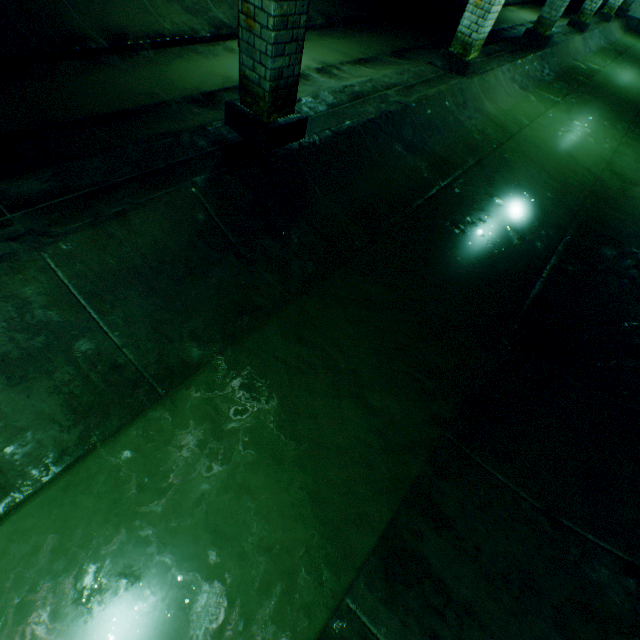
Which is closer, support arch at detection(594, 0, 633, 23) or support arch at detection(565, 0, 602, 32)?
support arch at detection(565, 0, 602, 32)

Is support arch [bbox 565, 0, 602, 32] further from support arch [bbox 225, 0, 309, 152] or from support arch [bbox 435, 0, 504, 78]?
support arch [bbox 225, 0, 309, 152]

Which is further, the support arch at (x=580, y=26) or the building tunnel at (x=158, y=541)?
the support arch at (x=580, y=26)

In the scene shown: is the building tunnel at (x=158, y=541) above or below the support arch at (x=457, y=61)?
below

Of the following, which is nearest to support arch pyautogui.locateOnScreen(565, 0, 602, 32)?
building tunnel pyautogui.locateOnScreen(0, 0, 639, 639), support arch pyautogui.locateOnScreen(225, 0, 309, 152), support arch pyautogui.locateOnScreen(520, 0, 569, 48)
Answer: building tunnel pyautogui.locateOnScreen(0, 0, 639, 639)

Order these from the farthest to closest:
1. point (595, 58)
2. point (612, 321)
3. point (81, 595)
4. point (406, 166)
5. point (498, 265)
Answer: point (595, 58), point (406, 166), point (498, 265), point (612, 321), point (81, 595)

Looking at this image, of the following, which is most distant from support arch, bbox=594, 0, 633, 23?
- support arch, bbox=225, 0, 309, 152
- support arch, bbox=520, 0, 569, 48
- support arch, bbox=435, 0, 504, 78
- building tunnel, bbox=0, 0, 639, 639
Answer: support arch, bbox=225, 0, 309, 152

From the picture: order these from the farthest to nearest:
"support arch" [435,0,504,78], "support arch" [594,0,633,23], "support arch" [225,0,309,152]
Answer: "support arch" [594,0,633,23] → "support arch" [435,0,504,78] → "support arch" [225,0,309,152]
